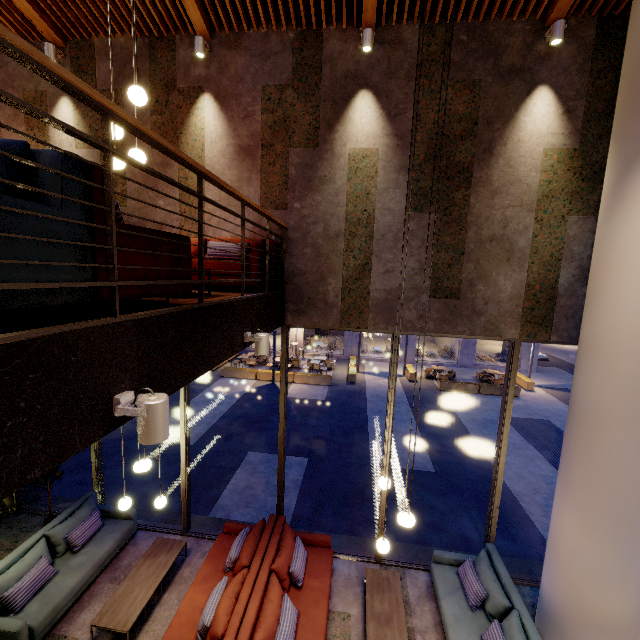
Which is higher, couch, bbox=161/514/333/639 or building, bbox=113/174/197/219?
building, bbox=113/174/197/219

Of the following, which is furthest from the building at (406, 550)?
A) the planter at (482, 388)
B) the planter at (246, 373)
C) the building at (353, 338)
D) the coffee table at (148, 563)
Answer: the building at (353, 338)

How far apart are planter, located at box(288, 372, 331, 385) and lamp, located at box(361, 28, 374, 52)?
14.3m

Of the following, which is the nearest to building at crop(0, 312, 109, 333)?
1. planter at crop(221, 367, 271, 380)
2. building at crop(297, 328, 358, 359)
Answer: planter at crop(221, 367, 271, 380)

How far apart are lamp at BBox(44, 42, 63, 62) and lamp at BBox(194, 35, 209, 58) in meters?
2.5 m

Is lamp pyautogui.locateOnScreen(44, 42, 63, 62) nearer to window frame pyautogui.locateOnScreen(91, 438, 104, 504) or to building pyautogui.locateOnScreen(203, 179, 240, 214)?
building pyautogui.locateOnScreen(203, 179, 240, 214)

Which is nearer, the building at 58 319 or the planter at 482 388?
the building at 58 319

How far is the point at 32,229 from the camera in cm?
142
